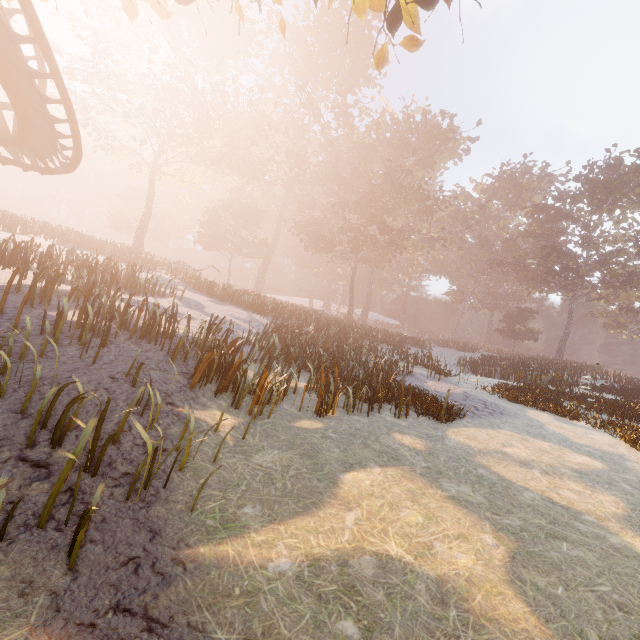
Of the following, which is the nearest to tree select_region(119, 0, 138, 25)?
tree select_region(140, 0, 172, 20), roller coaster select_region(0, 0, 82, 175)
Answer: tree select_region(140, 0, 172, 20)

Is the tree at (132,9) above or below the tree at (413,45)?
below

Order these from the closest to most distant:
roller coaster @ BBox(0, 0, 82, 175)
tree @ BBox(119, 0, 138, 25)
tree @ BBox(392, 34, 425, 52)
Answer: roller coaster @ BBox(0, 0, 82, 175) → tree @ BBox(119, 0, 138, 25) → tree @ BBox(392, 34, 425, 52)

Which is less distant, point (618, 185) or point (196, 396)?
point (196, 396)

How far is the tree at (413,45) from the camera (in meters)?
7.02

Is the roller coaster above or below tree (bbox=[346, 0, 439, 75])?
below

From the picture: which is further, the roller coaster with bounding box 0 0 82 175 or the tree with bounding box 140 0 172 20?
the tree with bounding box 140 0 172 20
